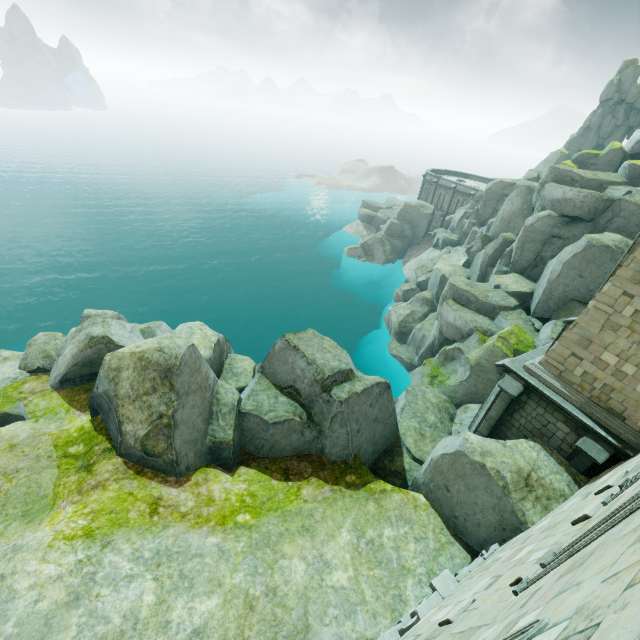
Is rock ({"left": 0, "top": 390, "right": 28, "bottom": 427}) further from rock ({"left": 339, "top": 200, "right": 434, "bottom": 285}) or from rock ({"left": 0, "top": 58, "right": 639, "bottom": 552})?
rock ({"left": 339, "top": 200, "right": 434, "bottom": 285})

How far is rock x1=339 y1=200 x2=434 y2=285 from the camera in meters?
47.8

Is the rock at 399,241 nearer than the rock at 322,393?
No

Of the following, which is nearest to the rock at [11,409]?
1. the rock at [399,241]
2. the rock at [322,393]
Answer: the rock at [322,393]

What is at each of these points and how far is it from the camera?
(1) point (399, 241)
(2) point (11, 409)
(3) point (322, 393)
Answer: (1) rock, 49.2m
(2) rock, 13.4m
(3) rock, 15.6m

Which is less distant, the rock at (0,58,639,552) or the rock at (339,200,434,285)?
the rock at (0,58,639,552)

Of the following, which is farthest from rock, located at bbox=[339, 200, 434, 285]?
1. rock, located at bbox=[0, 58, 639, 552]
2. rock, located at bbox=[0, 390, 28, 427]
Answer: rock, located at bbox=[0, 390, 28, 427]
